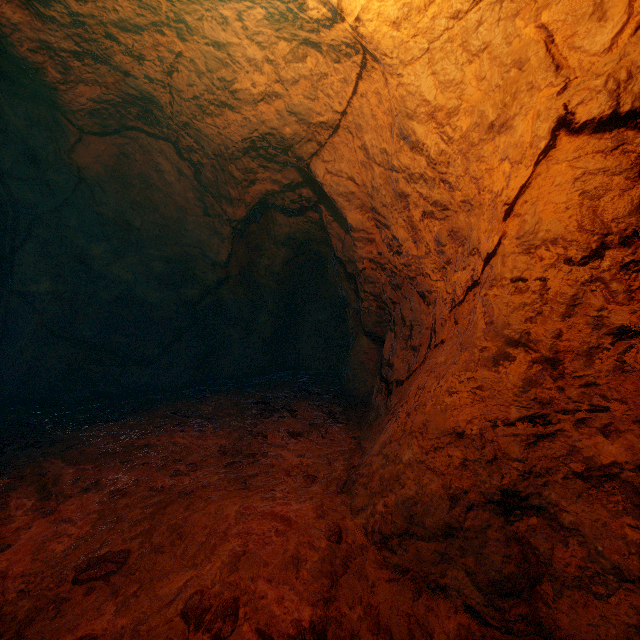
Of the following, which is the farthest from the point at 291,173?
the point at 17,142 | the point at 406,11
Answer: the point at 17,142
